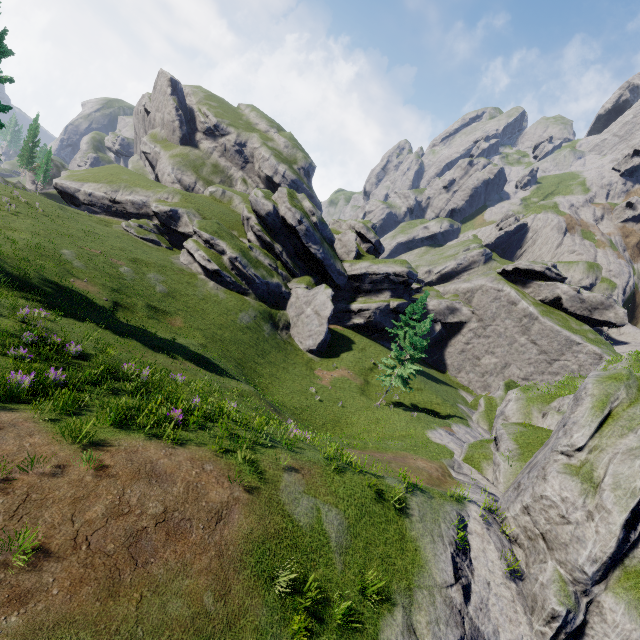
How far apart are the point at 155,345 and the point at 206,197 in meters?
40.8

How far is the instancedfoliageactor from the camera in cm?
3177

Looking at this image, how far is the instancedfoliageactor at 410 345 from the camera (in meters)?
31.77
